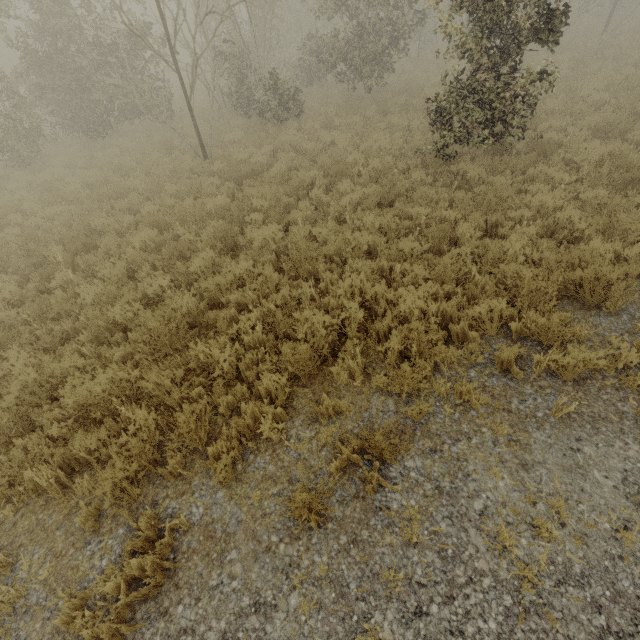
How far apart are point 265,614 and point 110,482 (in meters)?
1.99
